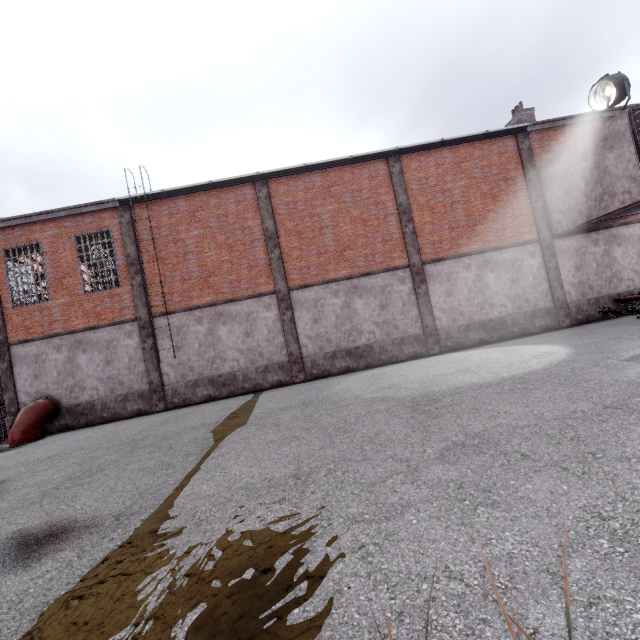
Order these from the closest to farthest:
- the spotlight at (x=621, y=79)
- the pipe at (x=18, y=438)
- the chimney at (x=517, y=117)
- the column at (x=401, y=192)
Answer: the spotlight at (x=621, y=79)
the pipe at (x=18, y=438)
the column at (x=401, y=192)
the chimney at (x=517, y=117)

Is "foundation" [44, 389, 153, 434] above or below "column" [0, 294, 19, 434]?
below

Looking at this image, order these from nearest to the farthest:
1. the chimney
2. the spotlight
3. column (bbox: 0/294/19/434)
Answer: the spotlight, column (bbox: 0/294/19/434), the chimney

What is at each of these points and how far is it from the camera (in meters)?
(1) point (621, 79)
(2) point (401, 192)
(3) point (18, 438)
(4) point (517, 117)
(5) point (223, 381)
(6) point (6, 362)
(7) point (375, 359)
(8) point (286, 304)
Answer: (1) spotlight, 10.46
(2) column, 14.18
(3) pipe, 11.79
(4) chimney, 16.81
(5) foundation, 13.65
(6) column, 13.37
(7) foundation, 13.88
(8) column, 13.82

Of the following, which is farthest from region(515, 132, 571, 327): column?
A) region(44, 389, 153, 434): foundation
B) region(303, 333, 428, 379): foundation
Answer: region(44, 389, 153, 434): foundation

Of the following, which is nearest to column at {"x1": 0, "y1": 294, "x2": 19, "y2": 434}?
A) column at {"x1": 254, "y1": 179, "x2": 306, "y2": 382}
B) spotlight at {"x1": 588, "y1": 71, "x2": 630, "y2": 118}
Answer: column at {"x1": 254, "y1": 179, "x2": 306, "y2": 382}

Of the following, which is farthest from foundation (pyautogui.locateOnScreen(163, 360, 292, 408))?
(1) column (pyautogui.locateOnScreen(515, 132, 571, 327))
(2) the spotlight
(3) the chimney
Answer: (3) the chimney

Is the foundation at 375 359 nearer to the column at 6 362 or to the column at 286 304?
the column at 286 304
